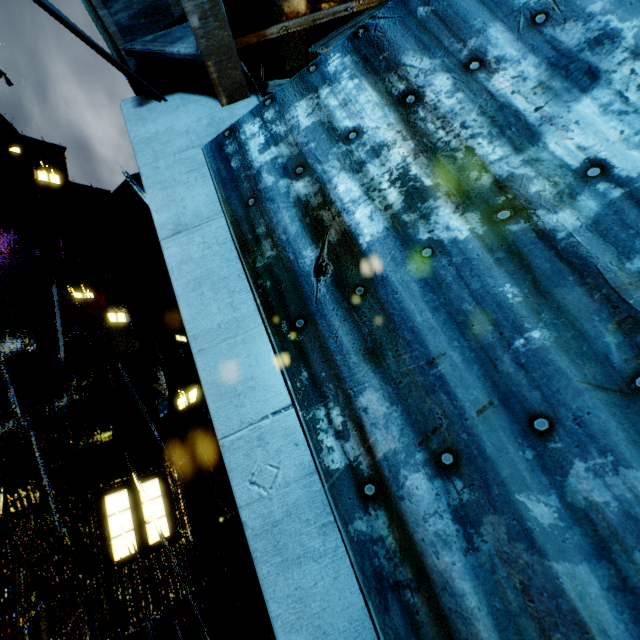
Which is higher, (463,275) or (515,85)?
(515,85)
